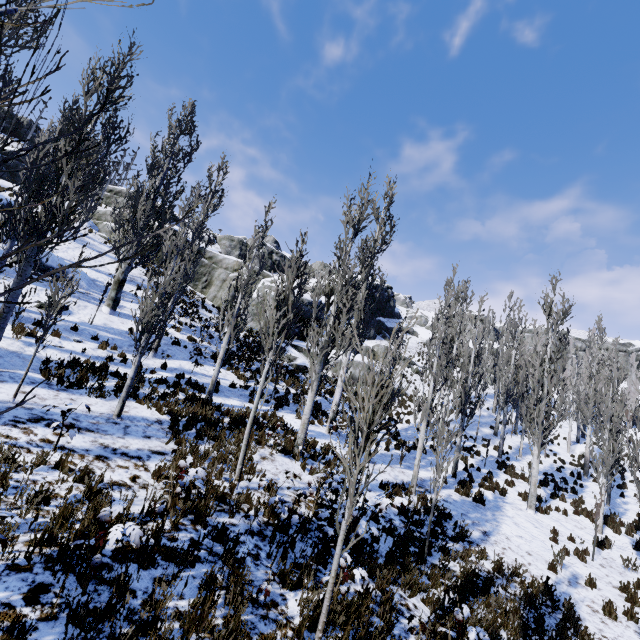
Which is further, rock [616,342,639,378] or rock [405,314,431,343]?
rock [616,342,639,378]

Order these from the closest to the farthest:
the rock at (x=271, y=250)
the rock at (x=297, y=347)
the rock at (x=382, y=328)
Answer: the rock at (x=297, y=347)
the rock at (x=271, y=250)
the rock at (x=382, y=328)

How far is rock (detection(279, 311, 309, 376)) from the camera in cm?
2205

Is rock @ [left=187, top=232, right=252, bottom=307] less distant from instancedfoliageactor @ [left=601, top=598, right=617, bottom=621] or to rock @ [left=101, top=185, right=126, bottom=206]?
rock @ [left=101, top=185, right=126, bottom=206]

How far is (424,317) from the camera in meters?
58.9

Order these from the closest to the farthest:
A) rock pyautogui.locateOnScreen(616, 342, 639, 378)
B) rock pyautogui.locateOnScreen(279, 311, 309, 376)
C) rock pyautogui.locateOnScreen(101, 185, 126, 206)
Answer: rock pyautogui.locateOnScreen(279, 311, 309, 376) → rock pyautogui.locateOnScreen(101, 185, 126, 206) → rock pyautogui.locateOnScreen(616, 342, 639, 378)

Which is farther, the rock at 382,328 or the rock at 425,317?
the rock at 425,317
